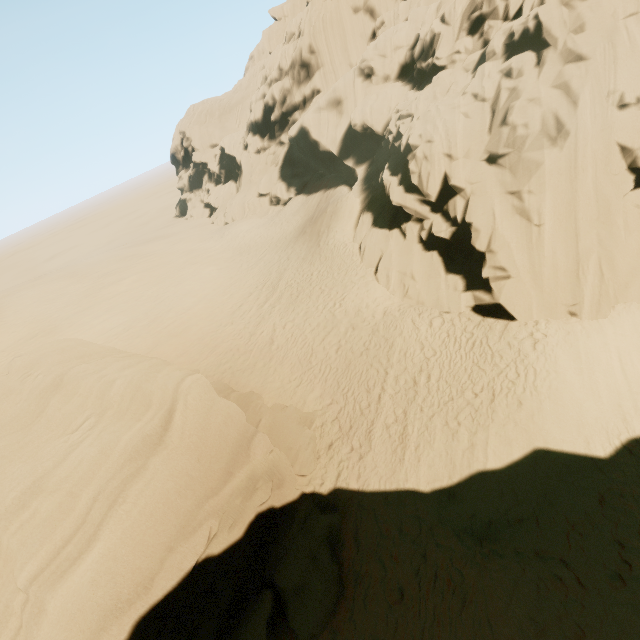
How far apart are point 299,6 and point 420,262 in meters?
45.5

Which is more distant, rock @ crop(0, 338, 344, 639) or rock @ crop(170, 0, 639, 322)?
rock @ crop(170, 0, 639, 322)

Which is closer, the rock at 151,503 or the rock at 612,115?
the rock at 151,503
